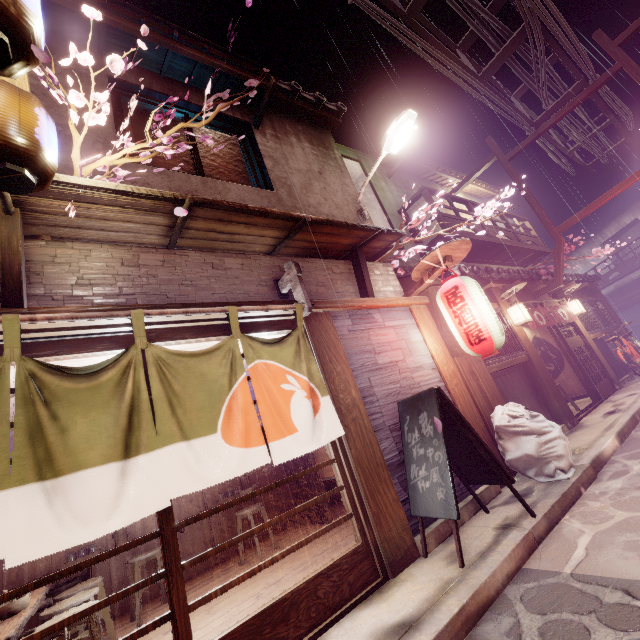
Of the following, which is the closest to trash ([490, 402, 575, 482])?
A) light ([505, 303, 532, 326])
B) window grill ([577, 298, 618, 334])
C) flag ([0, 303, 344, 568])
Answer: flag ([0, 303, 344, 568])

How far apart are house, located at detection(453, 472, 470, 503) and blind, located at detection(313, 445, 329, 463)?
4.21m

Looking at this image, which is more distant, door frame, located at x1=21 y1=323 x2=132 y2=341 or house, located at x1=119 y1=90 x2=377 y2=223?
house, located at x1=119 y1=90 x2=377 y2=223

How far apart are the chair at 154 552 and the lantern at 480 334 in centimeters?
944cm

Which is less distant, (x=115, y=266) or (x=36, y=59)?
(x=36, y=59)

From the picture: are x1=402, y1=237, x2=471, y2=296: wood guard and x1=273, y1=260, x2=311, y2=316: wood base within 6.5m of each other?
yes

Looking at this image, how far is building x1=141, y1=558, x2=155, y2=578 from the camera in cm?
944

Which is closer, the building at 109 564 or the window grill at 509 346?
the building at 109 564
